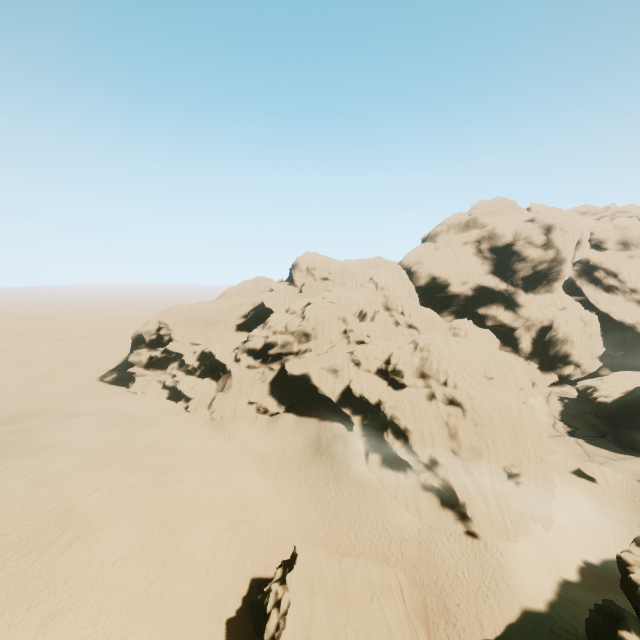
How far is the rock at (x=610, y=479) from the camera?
38.1m

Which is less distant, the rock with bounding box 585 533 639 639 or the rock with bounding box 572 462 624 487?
the rock with bounding box 585 533 639 639

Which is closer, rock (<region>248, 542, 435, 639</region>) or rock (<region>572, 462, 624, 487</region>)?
rock (<region>248, 542, 435, 639</region>)

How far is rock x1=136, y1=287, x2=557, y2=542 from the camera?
29.2m

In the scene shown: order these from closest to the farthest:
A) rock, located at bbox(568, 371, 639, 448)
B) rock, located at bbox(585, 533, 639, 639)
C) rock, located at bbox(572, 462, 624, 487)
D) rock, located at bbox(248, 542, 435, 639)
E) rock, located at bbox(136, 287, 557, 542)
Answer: rock, located at bbox(585, 533, 639, 639), rock, located at bbox(248, 542, 435, 639), rock, located at bbox(136, 287, 557, 542), rock, located at bbox(572, 462, 624, 487), rock, located at bbox(568, 371, 639, 448)

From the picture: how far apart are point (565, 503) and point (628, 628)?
27.0 meters
